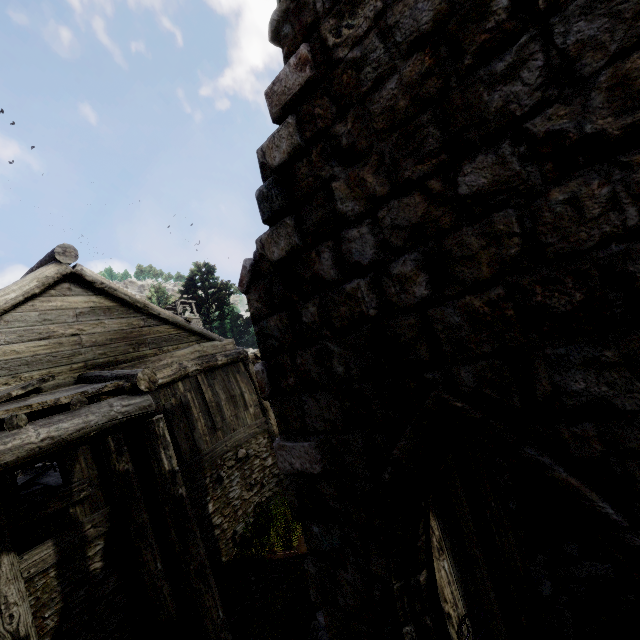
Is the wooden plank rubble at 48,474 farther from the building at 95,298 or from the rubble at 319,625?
the rubble at 319,625

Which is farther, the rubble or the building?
the rubble

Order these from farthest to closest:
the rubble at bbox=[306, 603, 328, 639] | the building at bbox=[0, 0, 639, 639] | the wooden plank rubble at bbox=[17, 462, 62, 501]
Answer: the wooden plank rubble at bbox=[17, 462, 62, 501], the rubble at bbox=[306, 603, 328, 639], the building at bbox=[0, 0, 639, 639]

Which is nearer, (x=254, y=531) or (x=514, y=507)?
(x=514, y=507)

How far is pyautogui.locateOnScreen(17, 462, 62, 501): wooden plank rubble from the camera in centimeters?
893cm

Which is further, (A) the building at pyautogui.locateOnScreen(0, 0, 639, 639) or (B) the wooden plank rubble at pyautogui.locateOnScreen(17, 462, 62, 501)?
(B) the wooden plank rubble at pyautogui.locateOnScreen(17, 462, 62, 501)

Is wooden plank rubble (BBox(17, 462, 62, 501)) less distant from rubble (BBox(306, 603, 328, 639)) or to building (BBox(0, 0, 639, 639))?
building (BBox(0, 0, 639, 639))

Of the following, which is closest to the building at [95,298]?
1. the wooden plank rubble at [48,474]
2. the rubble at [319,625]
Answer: the rubble at [319,625]
